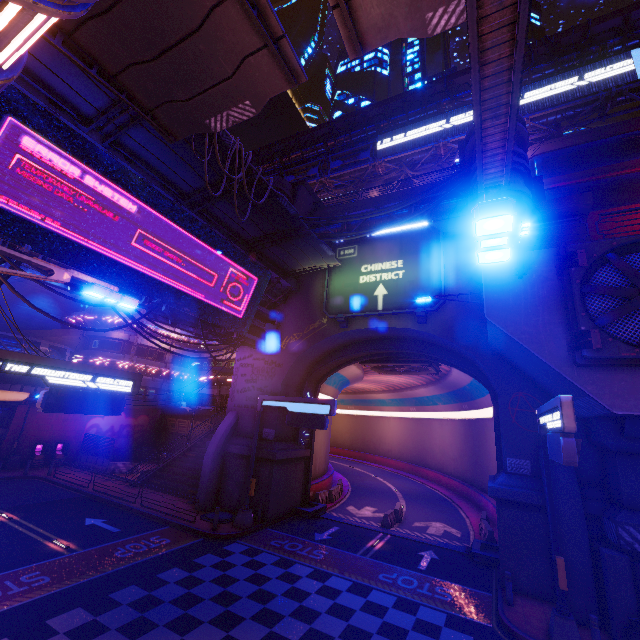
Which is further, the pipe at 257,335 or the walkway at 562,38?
the walkway at 562,38

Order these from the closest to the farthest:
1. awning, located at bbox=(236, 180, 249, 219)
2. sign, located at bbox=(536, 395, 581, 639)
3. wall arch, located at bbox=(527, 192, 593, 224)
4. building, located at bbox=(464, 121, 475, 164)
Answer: sign, located at bbox=(536, 395, 581, 639)
awning, located at bbox=(236, 180, 249, 219)
wall arch, located at bbox=(527, 192, 593, 224)
building, located at bbox=(464, 121, 475, 164)

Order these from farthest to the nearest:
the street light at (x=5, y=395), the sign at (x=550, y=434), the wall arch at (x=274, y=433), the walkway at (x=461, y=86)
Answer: the walkway at (x=461, y=86) → the wall arch at (x=274, y=433) → the sign at (x=550, y=434) → the street light at (x=5, y=395)

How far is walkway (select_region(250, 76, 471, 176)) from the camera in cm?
4034

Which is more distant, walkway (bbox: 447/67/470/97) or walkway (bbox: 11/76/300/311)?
walkway (bbox: 447/67/470/97)

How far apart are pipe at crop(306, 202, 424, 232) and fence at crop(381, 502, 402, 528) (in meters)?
18.95

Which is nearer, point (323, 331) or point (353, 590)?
point (353, 590)

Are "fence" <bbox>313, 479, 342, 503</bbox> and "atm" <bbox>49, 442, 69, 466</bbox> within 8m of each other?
no
